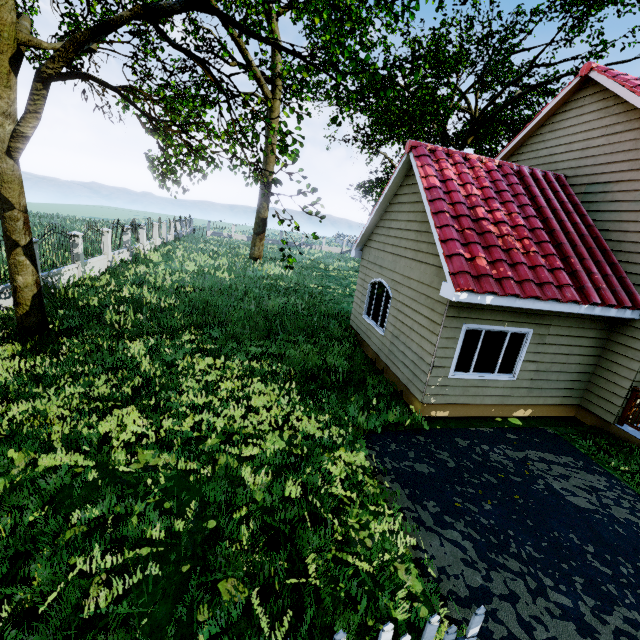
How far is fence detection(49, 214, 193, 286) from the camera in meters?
13.8 m

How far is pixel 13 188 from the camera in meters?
7.2 m

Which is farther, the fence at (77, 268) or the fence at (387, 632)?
the fence at (77, 268)

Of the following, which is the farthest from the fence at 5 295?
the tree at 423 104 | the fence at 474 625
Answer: the fence at 474 625

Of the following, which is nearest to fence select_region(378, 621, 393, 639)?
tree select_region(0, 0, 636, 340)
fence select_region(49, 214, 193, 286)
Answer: tree select_region(0, 0, 636, 340)
